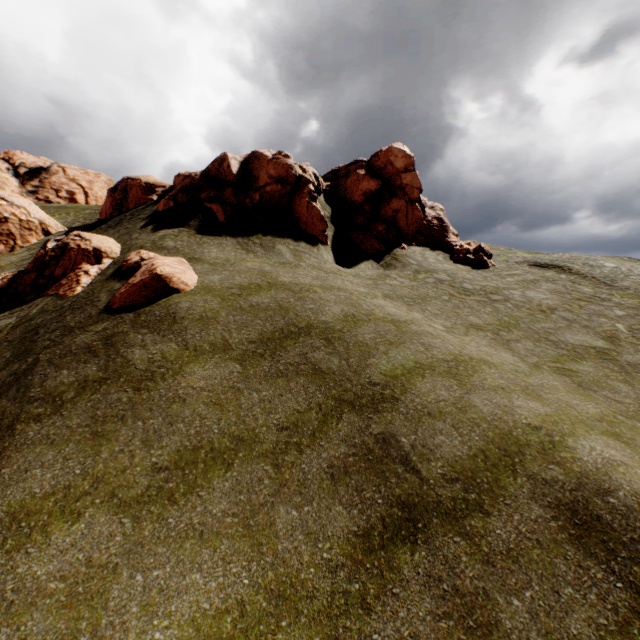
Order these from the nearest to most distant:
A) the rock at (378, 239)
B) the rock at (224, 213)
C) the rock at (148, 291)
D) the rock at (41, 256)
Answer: the rock at (148, 291) < the rock at (41, 256) < the rock at (224, 213) < the rock at (378, 239)

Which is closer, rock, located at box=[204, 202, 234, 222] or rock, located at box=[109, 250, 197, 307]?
rock, located at box=[109, 250, 197, 307]

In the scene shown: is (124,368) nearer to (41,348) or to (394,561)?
(41,348)

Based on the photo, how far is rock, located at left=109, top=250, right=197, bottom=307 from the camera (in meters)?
12.01

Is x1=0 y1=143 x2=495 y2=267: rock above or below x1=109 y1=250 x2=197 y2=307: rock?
above

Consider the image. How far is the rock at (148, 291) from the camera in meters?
12.0 m
